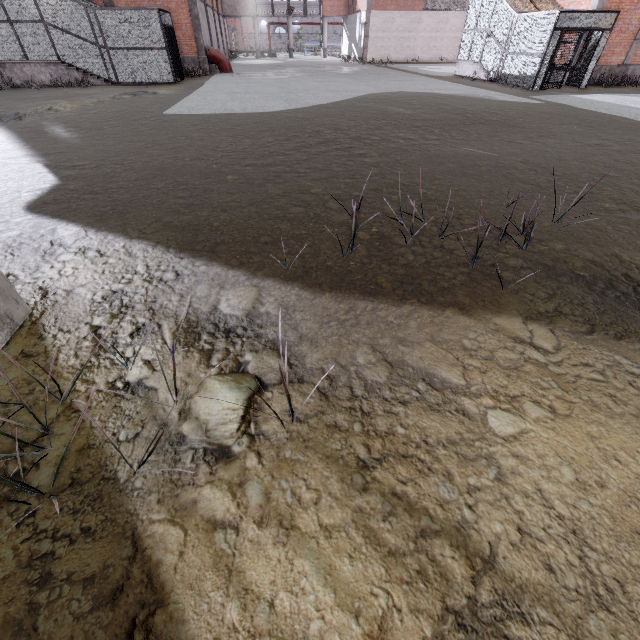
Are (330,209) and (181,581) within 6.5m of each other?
yes

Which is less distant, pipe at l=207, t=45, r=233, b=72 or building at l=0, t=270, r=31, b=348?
building at l=0, t=270, r=31, b=348

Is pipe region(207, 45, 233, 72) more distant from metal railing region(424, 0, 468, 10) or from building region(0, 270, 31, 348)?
building region(0, 270, 31, 348)

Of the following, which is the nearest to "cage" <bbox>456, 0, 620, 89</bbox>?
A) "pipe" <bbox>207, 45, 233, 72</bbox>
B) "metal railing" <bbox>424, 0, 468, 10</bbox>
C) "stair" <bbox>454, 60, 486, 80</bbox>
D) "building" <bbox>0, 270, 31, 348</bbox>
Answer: "stair" <bbox>454, 60, 486, 80</bbox>

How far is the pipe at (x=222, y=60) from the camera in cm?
2270

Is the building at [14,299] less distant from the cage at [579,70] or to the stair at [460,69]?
the cage at [579,70]

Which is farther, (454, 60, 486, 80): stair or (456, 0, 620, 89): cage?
(454, 60, 486, 80): stair
